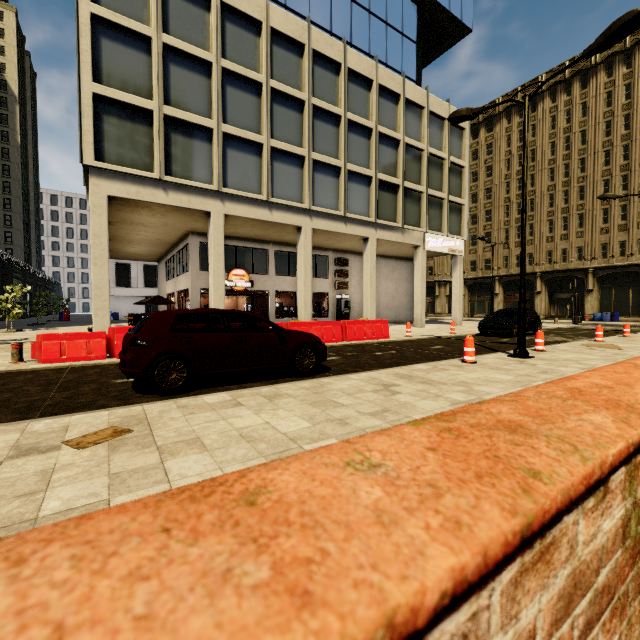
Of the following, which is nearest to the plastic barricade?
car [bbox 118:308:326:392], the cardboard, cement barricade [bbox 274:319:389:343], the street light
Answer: the street light

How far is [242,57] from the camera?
15.88m

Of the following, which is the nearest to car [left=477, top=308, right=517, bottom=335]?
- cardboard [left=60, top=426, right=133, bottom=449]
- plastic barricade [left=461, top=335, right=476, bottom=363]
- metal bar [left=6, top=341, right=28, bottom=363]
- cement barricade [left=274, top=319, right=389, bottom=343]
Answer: cement barricade [left=274, top=319, right=389, bottom=343]

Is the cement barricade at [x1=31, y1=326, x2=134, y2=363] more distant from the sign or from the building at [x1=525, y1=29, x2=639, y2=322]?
A: the sign

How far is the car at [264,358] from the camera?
5.31m

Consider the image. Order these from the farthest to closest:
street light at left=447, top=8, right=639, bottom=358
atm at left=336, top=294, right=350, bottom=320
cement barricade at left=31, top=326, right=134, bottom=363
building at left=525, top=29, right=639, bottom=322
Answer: building at left=525, top=29, right=639, bottom=322 → atm at left=336, top=294, right=350, bottom=320 → cement barricade at left=31, top=326, right=134, bottom=363 → street light at left=447, top=8, right=639, bottom=358

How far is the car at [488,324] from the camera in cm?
1605

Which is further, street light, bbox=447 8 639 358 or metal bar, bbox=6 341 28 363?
metal bar, bbox=6 341 28 363
